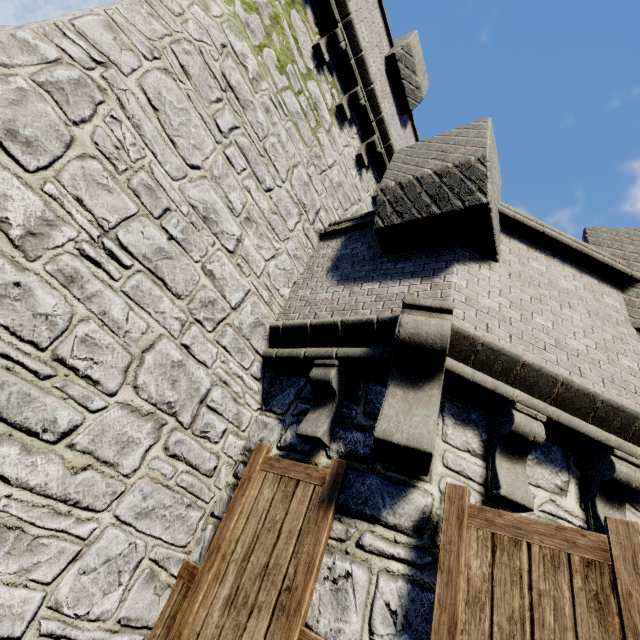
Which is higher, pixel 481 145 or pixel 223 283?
pixel 481 145
